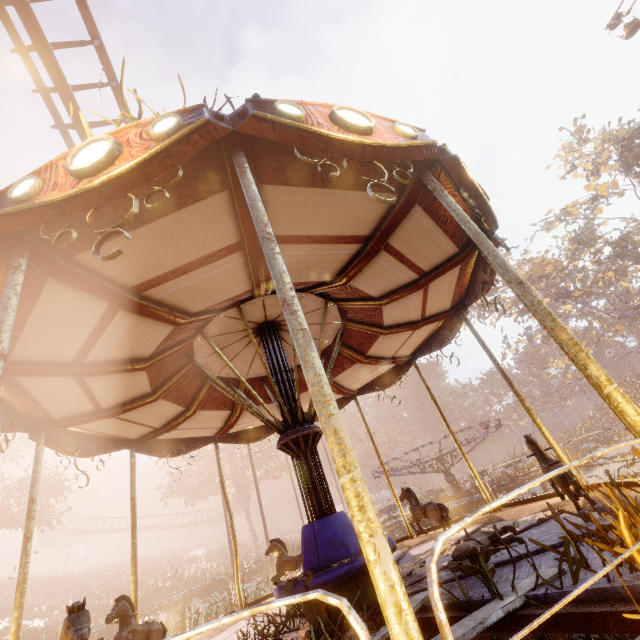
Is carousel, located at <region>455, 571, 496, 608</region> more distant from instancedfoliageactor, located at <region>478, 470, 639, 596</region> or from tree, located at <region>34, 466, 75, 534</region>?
tree, located at <region>34, 466, 75, 534</region>

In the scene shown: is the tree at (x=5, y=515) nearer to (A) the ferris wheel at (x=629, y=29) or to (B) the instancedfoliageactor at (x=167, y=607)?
(B) the instancedfoliageactor at (x=167, y=607)

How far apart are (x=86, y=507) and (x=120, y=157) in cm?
6778

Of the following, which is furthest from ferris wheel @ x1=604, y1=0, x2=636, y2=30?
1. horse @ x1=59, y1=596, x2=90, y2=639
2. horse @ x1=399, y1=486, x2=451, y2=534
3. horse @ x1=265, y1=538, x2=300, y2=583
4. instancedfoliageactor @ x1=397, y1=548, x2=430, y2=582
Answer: horse @ x1=265, y1=538, x2=300, y2=583

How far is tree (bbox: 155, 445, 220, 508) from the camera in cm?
3231

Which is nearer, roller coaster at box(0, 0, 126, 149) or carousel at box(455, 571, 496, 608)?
carousel at box(455, 571, 496, 608)

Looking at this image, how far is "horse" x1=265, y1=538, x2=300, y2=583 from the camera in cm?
614

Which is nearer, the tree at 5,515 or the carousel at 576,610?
the carousel at 576,610
